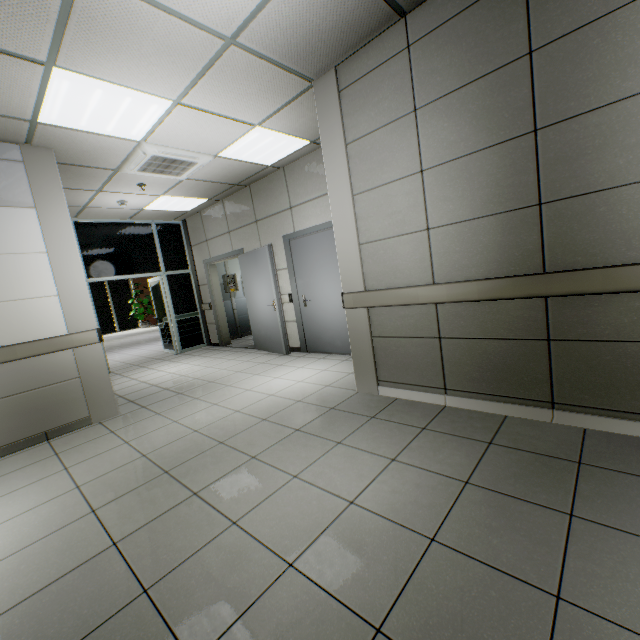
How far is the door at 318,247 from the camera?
5.2 meters

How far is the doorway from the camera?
6.79m

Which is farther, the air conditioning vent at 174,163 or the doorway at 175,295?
the doorway at 175,295

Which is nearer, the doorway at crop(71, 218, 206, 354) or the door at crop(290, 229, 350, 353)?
the door at crop(290, 229, 350, 353)

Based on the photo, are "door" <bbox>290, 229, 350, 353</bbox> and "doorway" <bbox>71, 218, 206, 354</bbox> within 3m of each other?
no

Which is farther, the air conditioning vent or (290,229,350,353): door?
(290,229,350,353): door

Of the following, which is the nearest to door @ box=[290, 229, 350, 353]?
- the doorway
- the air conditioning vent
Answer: the air conditioning vent

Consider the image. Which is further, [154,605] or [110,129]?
[110,129]
